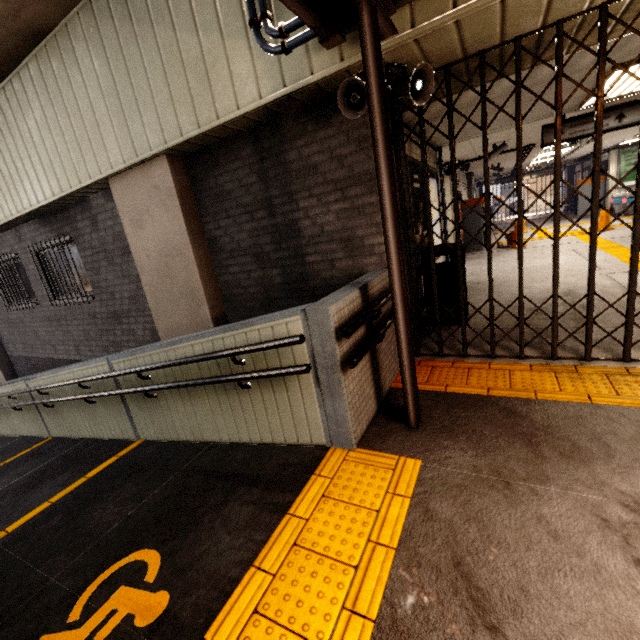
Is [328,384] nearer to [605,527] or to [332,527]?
[332,527]

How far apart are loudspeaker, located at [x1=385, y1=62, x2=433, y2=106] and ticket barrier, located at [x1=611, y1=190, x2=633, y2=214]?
17.99m

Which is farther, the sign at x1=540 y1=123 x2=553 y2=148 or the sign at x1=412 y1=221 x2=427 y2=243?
the sign at x1=540 y1=123 x2=553 y2=148

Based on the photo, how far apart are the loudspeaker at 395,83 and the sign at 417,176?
1.6m

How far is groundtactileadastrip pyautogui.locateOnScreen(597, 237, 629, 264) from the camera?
7.01m

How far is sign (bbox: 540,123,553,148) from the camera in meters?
6.1

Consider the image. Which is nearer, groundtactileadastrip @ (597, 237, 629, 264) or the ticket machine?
groundtactileadastrip @ (597, 237, 629, 264)

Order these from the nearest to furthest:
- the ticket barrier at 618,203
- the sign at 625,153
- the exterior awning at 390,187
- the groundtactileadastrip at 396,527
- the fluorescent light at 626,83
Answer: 1. the groundtactileadastrip at 396,527
2. the exterior awning at 390,187
3. the fluorescent light at 626,83
4. the ticket barrier at 618,203
5. the sign at 625,153
